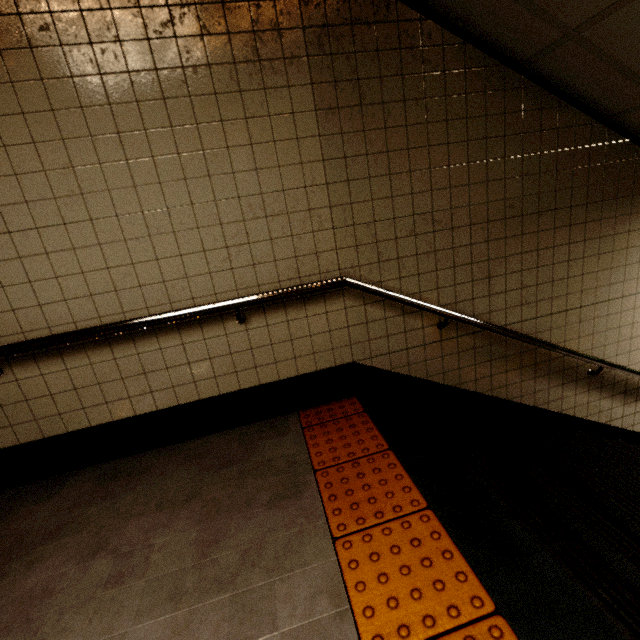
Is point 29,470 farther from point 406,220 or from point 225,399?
point 406,220
